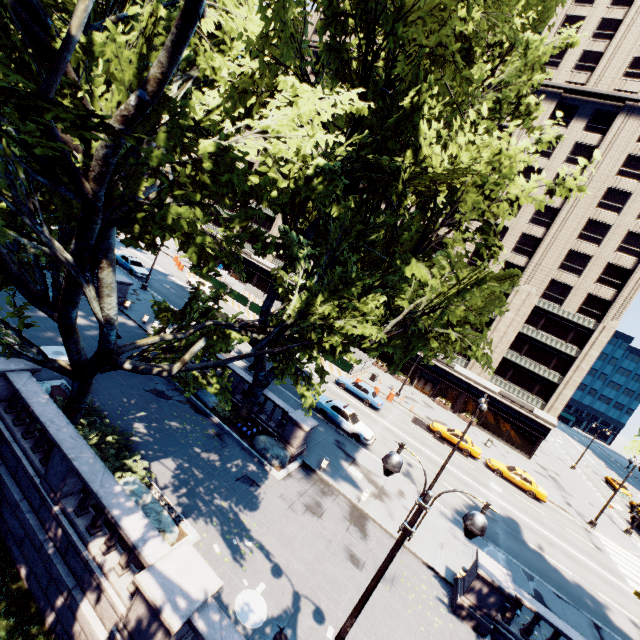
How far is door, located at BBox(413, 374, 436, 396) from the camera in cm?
4637

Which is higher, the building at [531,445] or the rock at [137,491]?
the building at [531,445]

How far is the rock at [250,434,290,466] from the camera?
16.38m

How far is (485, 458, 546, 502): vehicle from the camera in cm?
2883

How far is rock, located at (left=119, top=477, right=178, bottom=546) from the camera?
10.24m

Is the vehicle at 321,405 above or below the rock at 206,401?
above

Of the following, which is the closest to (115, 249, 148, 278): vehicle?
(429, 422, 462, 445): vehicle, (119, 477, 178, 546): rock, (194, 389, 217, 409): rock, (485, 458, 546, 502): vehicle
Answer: (194, 389, 217, 409): rock

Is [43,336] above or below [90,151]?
below
